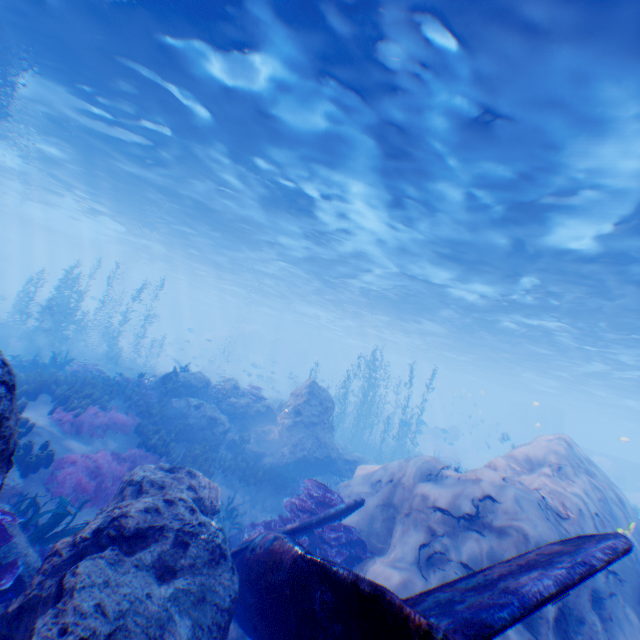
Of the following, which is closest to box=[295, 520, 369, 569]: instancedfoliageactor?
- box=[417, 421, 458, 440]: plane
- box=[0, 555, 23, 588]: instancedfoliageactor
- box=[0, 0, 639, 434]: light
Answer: box=[0, 0, 639, 434]: light

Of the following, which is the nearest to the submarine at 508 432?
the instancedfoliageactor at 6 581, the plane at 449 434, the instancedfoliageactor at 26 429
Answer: the plane at 449 434

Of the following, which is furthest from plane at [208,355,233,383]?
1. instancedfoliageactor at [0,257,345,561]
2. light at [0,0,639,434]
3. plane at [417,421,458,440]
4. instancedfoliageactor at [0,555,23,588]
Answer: instancedfoliageactor at [0,555,23,588]

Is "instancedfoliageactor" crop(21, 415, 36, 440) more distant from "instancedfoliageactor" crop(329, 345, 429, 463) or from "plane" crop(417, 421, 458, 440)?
"plane" crop(417, 421, 458, 440)

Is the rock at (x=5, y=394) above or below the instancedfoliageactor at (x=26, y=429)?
below

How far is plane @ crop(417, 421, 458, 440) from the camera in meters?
23.9

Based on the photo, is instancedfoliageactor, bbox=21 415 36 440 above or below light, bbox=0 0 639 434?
below

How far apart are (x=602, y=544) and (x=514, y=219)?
11.98m
